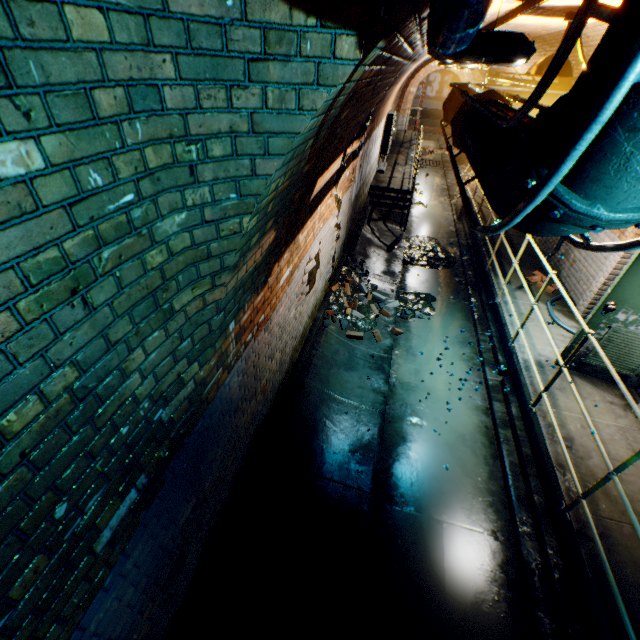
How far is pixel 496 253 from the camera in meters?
7.4

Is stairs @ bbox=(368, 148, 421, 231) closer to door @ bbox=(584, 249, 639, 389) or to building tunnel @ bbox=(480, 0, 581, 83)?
building tunnel @ bbox=(480, 0, 581, 83)

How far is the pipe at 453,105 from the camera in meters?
3.9 m

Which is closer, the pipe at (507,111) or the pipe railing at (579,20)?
A: the pipe railing at (579,20)

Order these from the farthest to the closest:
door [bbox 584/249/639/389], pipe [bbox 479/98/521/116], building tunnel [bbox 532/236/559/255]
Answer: building tunnel [bbox 532/236/559/255] → door [bbox 584/249/639/389] → pipe [bbox 479/98/521/116]

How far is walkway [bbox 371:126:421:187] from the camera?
11.44m

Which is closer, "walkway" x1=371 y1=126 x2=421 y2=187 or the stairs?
the stairs

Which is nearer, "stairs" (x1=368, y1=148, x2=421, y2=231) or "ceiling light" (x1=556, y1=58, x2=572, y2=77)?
"ceiling light" (x1=556, y1=58, x2=572, y2=77)
